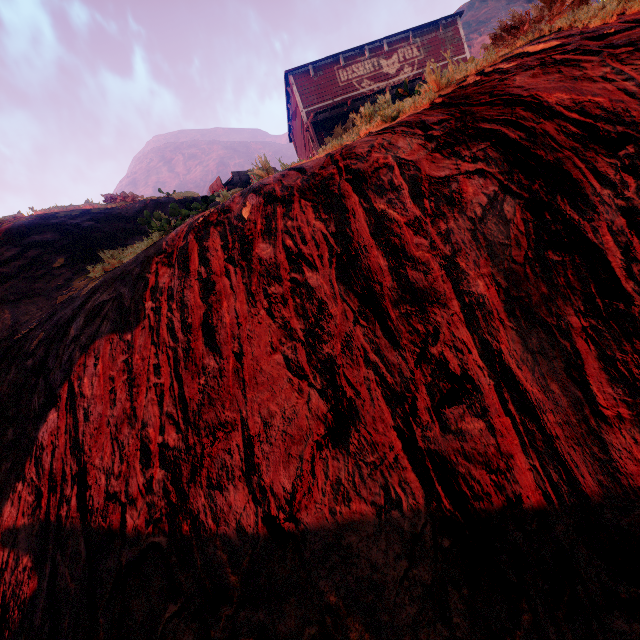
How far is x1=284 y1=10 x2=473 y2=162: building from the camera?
4.8m

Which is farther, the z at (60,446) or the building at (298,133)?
the building at (298,133)

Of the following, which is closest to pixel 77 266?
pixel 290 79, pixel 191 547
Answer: pixel 191 547

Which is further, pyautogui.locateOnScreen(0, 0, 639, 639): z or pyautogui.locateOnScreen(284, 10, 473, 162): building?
pyautogui.locateOnScreen(284, 10, 473, 162): building

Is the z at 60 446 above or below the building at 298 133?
below

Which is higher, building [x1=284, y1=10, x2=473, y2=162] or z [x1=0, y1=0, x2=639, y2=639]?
building [x1=284, y1=10, x2=473, y2=162]
